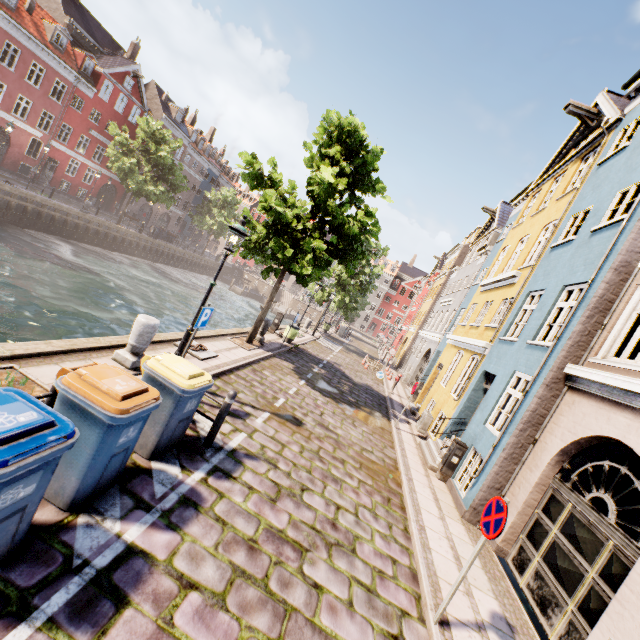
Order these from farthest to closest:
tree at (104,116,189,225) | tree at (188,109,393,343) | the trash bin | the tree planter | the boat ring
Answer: tree at (104,116,189,225) → tree at (188,109,393,343) → the boat ring → the tree planter → the trash bin

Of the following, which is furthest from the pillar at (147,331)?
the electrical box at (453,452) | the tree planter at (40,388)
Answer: the electrical box at (453,452)

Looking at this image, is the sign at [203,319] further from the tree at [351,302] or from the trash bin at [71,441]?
the tree at [351,302]

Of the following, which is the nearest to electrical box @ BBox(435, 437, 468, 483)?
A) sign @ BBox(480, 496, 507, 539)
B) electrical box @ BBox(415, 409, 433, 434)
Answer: electrical box @ BBox(415, 409, 433, 434)

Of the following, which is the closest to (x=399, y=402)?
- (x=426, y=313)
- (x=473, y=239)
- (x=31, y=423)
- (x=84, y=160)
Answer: (x=426, y=313)

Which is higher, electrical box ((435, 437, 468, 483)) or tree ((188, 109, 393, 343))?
tree ((188, 109, 393, 343))

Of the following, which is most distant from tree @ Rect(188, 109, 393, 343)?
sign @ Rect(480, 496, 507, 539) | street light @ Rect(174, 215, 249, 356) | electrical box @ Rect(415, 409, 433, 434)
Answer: sign @ Rect(480, 496, 507, 539)

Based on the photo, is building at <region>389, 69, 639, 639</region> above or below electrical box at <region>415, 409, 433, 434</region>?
above
